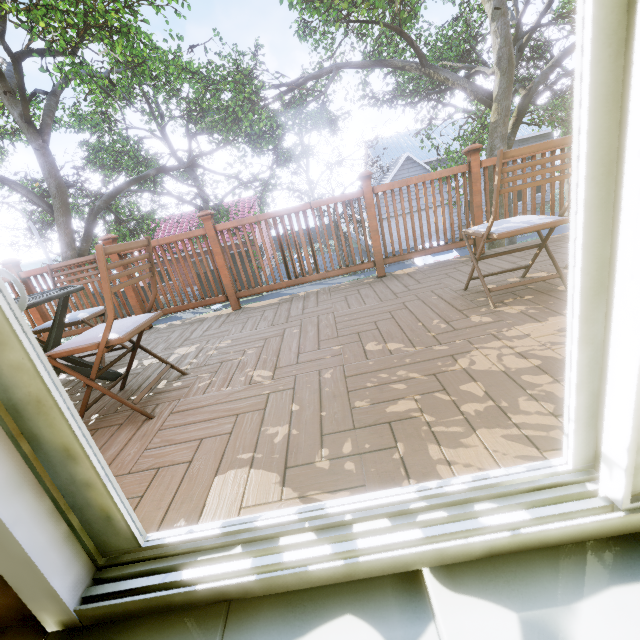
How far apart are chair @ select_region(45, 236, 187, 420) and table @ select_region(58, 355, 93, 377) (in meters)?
0.25

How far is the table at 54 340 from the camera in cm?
182

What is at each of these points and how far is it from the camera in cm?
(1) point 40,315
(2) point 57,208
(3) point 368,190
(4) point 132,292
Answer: (1) wooden rail, 368
(2) tree, 885
(3) wooden rail, 328
(4) wooden rail, 360

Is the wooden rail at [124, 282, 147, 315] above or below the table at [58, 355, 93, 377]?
above

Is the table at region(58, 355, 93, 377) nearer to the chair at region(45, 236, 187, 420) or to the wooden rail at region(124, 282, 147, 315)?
the chair at region(45, 236, 187, 420)

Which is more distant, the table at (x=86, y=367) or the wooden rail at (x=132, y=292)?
the wooden rail at (x=132, y=292)

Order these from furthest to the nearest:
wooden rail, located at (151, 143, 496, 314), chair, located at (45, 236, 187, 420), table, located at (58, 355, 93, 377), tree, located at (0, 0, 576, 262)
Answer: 1. tree, located at (0, 0, 576, 262)
2. wooden rail, located at (151, 143, 496, 314)
3. table, located at (58, 355, 93, 377)
4. chair, located at (45, 236, 187, 420)
